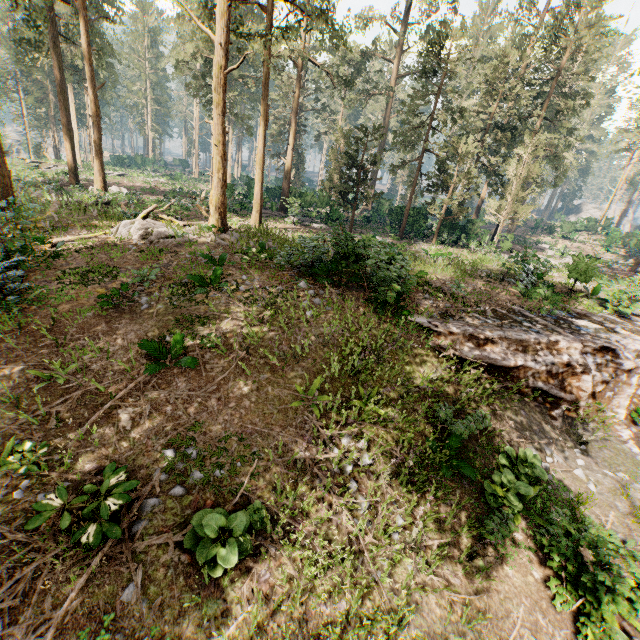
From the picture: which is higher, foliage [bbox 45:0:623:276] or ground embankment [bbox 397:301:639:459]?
foliage [bbox 45:0:623:276]

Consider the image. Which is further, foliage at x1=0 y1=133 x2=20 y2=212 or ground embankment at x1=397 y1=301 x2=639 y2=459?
ground embankment at x1=397 y1=301 x2=639 y2=459

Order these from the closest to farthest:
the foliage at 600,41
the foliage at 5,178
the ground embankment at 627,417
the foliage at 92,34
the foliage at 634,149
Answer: the foliage at 5,178
the ground embankment at 627,417
the foliage at 600,41
the foliage at 92,34
the foliage at 634,149

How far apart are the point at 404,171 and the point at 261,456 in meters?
60.4 m

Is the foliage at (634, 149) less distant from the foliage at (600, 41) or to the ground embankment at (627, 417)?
the foliage at (600, 41)

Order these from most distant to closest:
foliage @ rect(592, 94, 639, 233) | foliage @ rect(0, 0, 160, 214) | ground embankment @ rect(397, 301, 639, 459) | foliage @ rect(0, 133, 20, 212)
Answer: foliage @ rect(592, 94, 639, 233)
foliage @ rect(0, 0, 160, 214)
ground embankment @ rect(397, 301, 639, 459)
foliage @ rect(0, 133, 20, 212)

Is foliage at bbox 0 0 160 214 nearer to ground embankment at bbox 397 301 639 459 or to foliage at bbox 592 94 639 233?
A: ground embankment at bbox 397 301 639 459
